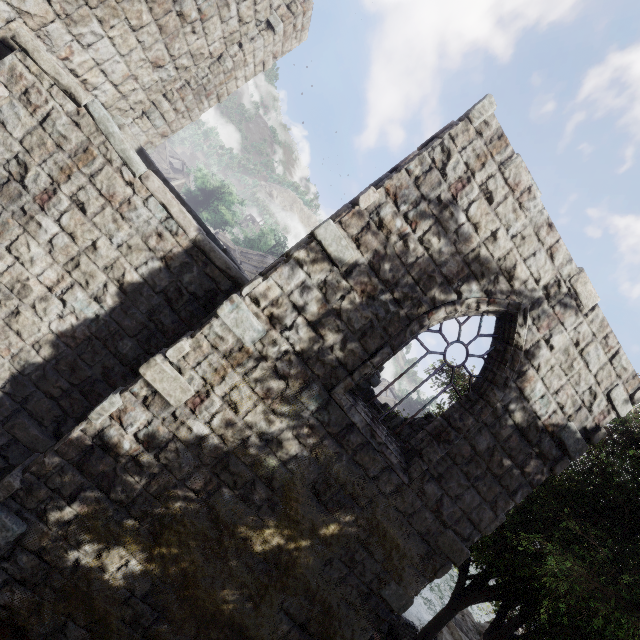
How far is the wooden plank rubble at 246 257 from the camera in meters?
31.6 m

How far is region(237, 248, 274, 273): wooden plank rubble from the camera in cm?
3165

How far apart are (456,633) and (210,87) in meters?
31.4 m

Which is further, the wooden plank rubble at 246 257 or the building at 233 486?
the wooden plank rubble at 246 257

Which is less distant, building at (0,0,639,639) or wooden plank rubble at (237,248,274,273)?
building at (0,0,639,639)
